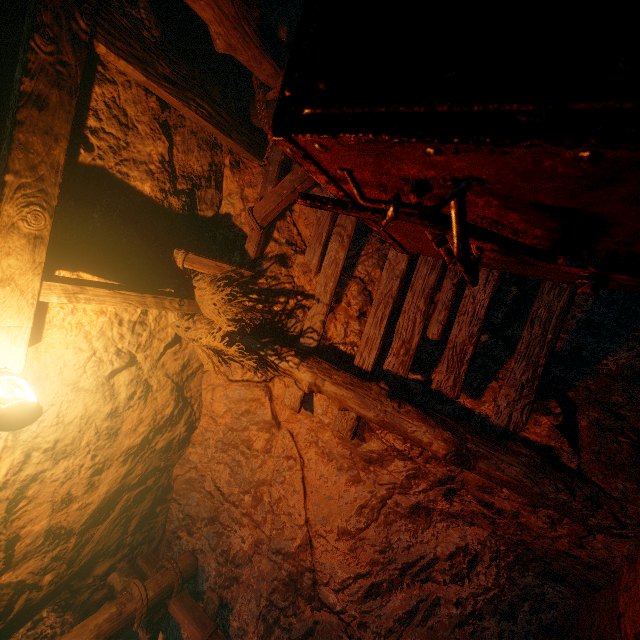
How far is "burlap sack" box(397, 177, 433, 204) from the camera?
0.7m

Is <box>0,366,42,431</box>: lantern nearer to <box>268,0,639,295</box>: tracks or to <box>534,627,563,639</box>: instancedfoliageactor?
<box>268,0,639,295</box>: tracks

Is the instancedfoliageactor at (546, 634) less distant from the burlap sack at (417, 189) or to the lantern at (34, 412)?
the burlap sack at (417, 189)

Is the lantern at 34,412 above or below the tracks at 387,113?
above

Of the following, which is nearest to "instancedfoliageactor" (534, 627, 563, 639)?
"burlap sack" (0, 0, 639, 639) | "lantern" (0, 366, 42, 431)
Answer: "burlap sack" (0, 0, 639, 639)

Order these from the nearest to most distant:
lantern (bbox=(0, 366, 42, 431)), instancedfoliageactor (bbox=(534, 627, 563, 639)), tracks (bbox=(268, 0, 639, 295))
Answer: tracks (bbox=(268, 0, 639, 295)), lantern (bbox=(0, 366, 42, 431)), instancedfoliageactor (bbox=(534, 627, 563, 639))

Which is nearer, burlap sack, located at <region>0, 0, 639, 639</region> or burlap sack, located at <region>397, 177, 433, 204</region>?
burlap sack, located at <region>397, 177, 433, 204</region>

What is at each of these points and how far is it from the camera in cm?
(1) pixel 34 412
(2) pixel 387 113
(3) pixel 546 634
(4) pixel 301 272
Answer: (1) lantern, 213
(2) tracks, 55
(3) instancedfoliageactor, 267
(4) burlap sack, 368
